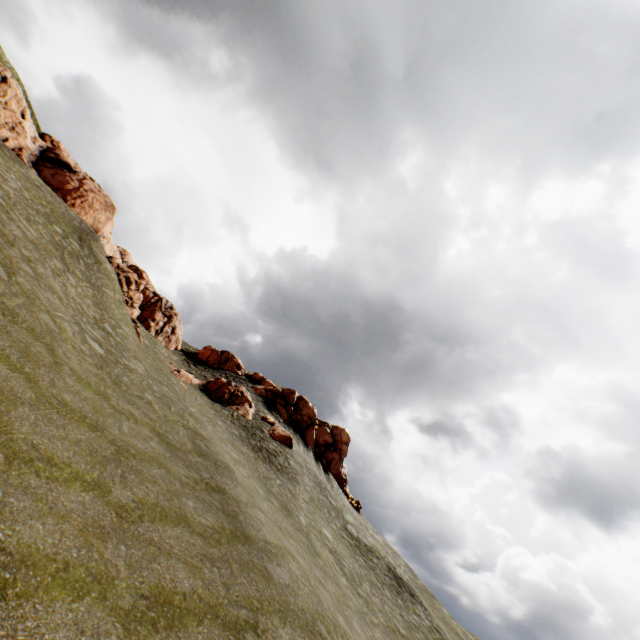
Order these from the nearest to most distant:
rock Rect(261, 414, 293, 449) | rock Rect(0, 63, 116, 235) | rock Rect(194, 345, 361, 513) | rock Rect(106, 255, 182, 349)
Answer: rock Rect(261, 414, 293, 449) → rock Rect(106, 255, 182, 349) → rock Rect(0, 63, 116, 235) → rock Rect(194, 345, 361, 513)

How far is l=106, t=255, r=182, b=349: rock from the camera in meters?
33.1 m

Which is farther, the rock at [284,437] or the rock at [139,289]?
the rock at [139,289]

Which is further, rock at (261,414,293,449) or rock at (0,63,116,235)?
rock at (0,63,116,235)

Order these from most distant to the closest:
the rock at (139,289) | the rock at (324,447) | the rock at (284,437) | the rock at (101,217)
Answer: the rock at (324,447), the rock at (101,217), the rock at (139,289), the rock at (284,437)

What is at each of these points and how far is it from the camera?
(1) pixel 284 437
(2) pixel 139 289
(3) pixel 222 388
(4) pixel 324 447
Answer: (1) rock, 33.00m
(2) rock, 35.19m
(3) rock, 35.88m
(4) rock, 50.59m
